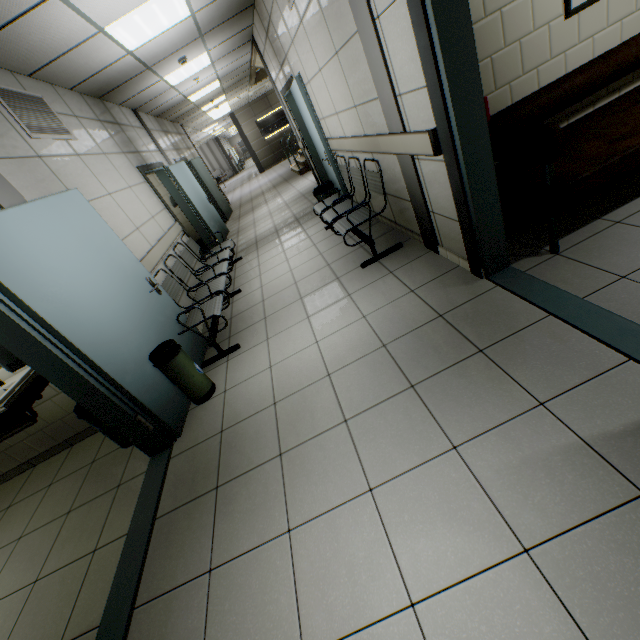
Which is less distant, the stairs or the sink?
the sink

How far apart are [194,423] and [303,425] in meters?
1.2 m

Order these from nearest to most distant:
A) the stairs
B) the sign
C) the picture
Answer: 1. the picture
2. the stairs
3. the sign

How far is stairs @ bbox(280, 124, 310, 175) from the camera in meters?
11.0

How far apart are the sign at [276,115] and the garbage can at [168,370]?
18.36m

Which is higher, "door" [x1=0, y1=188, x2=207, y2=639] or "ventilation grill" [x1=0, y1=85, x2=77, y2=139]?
"ventilation grill" [x1=0, y1=85, x2=77, y2=139]

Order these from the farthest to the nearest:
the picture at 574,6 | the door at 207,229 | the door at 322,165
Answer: the door at 207,229
the door at 322,165
the picture at 574,6

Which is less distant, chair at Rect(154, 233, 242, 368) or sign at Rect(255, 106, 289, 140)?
chair at Rect(154, 233, 242, 368)
